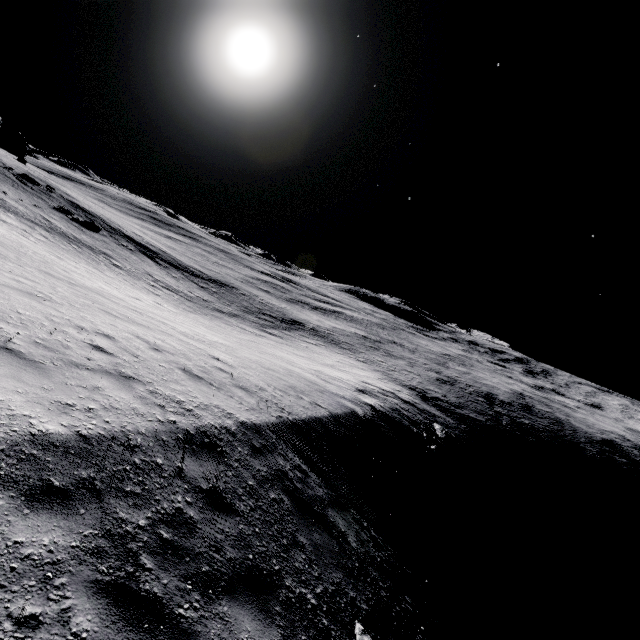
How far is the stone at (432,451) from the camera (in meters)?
18.06

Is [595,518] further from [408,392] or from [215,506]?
[215,506]

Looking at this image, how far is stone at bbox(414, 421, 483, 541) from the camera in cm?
1806
